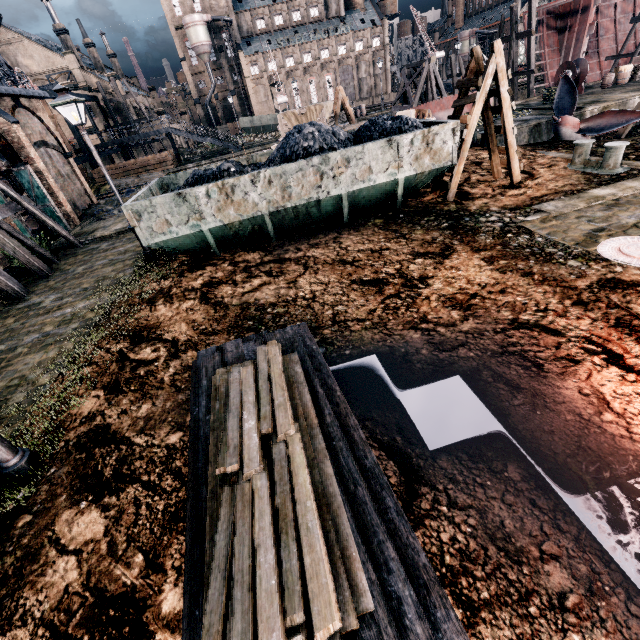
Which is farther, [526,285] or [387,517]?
[526,285]

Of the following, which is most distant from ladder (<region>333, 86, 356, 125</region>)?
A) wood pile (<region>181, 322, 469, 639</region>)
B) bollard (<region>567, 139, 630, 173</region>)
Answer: wood pile (<region>181, 322, 469, 639</region>)

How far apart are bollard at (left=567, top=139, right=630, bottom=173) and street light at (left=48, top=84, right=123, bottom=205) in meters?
17.0

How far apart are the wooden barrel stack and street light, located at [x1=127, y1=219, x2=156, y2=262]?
15.3m

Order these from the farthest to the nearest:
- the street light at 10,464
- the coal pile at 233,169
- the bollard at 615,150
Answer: the bollard at 615,150 → the coal pile at 233,169 → the street light at 10,464

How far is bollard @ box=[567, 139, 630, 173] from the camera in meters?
11.3 m

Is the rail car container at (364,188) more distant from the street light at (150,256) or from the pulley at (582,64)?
the pulley at (582,64)

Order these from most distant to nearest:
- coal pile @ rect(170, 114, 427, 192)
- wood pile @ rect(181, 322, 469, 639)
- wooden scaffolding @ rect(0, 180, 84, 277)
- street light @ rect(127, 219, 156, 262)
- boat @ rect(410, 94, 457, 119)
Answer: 1. boat @ rect(410, 94, 457, 119)
2. wooden scaffolding @ rect(0, 180, 84, 277)
3. street light @ rect(127, 219, 156, 262)
4. coal pile @ rect(170, 114, 427, 192)
5. wood pile @ rect(181, 322, 469, 639)
